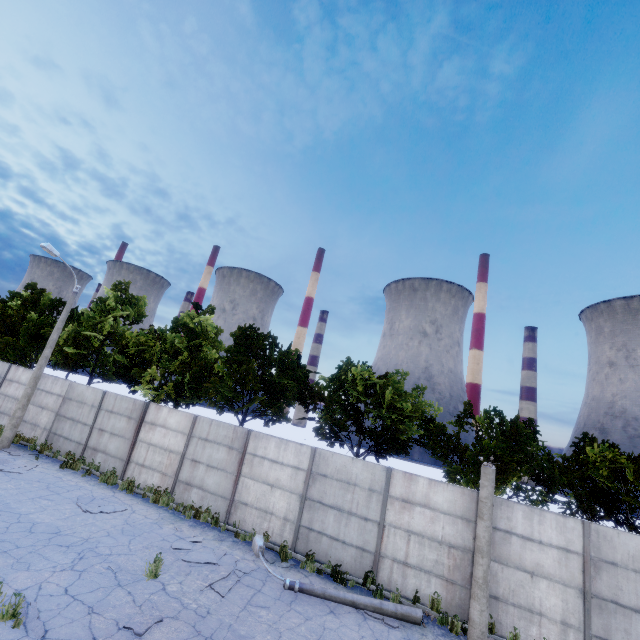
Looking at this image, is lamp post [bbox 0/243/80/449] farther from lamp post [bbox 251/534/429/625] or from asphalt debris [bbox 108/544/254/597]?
lamp post [bbox 251/534/429/625]

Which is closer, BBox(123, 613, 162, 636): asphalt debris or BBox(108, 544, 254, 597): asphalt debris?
BBox(123, 613, 162, 636): asphalt debris

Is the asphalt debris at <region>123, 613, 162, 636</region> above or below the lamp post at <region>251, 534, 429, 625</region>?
below

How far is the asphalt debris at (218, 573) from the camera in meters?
8.6

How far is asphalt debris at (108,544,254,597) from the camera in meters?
8.6 m

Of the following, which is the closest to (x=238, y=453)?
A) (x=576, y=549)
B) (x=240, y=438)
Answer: (x=240, y=438)

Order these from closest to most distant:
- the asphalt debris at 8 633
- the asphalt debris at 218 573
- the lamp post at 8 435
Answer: the asphalt debris at 8 633
the asphalt debris at 218 573
the lamp post at 8 435

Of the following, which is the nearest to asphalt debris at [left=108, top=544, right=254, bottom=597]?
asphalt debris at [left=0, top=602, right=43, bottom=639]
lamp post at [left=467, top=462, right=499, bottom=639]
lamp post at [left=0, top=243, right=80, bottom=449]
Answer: asphalt debris at [left=0, top=602, right=43, bottom=639]
